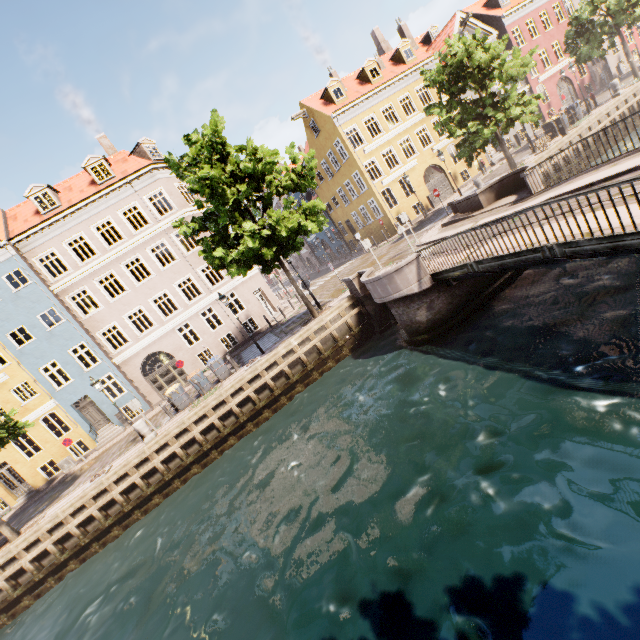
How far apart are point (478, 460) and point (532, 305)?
6.5m

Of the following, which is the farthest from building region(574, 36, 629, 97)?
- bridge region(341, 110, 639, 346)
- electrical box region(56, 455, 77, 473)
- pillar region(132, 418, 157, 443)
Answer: bridge region(341, 110, 639, 346)

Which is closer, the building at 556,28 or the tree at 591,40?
the tree at 591,40

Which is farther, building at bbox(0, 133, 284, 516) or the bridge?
building at bbox(0, 133, 284, 516)

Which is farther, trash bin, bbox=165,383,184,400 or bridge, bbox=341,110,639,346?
trash bin, bbox=165,383,184,400

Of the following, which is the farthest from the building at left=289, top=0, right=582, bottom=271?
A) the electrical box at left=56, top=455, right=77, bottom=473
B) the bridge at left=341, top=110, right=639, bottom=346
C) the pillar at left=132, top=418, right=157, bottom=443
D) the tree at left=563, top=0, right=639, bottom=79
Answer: the bridge at left=341, top=110, right=639, bottom=346

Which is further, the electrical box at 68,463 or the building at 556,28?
the building at 556,28

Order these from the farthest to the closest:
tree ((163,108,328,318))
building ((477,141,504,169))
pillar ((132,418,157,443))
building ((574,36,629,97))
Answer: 1. building ((574,36,629,97))
2. building ((477,141,504,169))
3. pillar ((132,418,157,443))
4. tree ((163,108,328,318))
